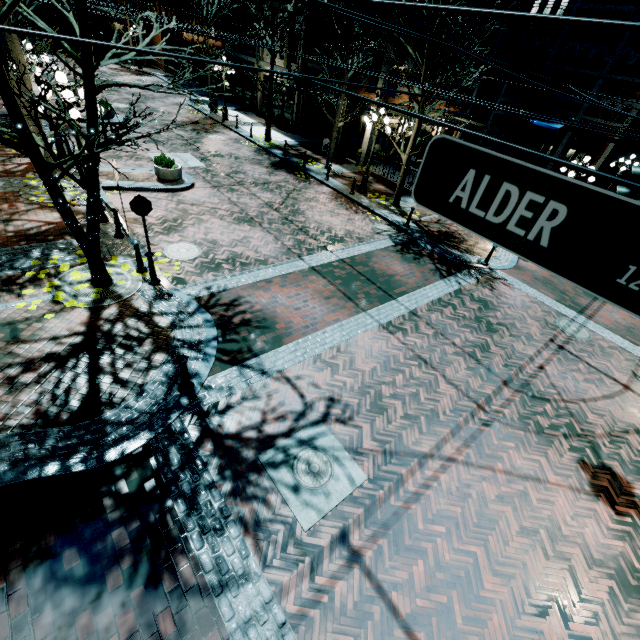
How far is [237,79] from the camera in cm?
2808

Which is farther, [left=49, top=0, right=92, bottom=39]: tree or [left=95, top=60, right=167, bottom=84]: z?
[left=95, top=60, right=167, bottom=84]: z

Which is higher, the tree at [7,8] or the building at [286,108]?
the tree at [7,8]

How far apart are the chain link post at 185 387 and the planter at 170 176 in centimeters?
Answer: 1027cm

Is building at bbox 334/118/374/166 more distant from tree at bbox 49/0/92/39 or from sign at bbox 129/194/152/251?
sign at bbox 129/194/152/251

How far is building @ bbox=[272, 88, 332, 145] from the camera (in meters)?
22.39

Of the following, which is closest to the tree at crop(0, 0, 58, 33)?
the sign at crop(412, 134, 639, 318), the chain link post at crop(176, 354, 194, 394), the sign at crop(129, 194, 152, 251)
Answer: the sign at crop(129, 194, 152, 251)

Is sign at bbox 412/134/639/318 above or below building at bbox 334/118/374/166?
above
